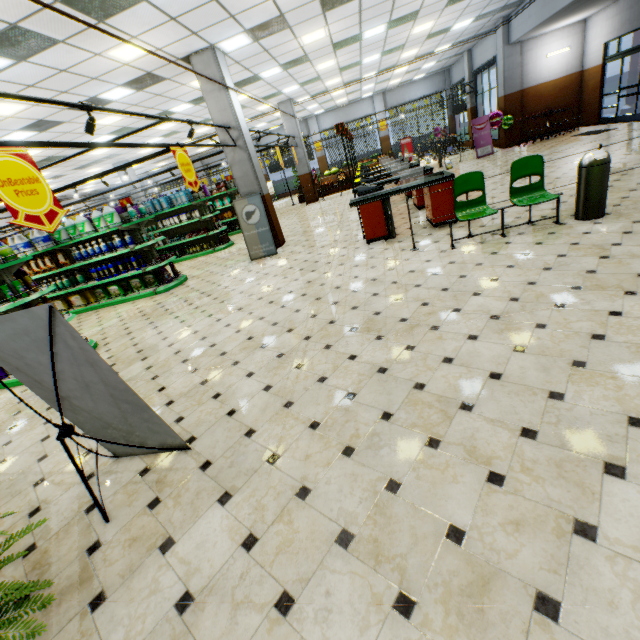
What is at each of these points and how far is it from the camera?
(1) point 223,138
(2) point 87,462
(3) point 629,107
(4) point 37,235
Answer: (1) building, 8.53m
(2) building, 3.22m
(3) building, 14.11m
(4) bleach, 8.48m

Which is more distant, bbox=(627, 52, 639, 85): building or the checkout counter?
bbox=(627, 52, 639, 85): building

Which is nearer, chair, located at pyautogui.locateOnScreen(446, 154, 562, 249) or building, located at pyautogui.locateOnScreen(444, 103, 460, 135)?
chair, located at pyautogui.locateOnScreen(446, 154, 562, 249)

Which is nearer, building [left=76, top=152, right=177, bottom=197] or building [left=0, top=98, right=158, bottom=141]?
building [left=0, top=98, right=158, bottom=141]

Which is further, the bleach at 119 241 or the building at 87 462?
the bleach at 119 241

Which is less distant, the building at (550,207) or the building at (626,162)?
the building at (550,207)

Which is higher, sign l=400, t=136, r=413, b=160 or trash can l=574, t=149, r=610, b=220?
sign l=400, t=136, r=413, b=160

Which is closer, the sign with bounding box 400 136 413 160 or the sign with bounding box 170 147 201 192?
the sign with bounding box 170 147 201 192
